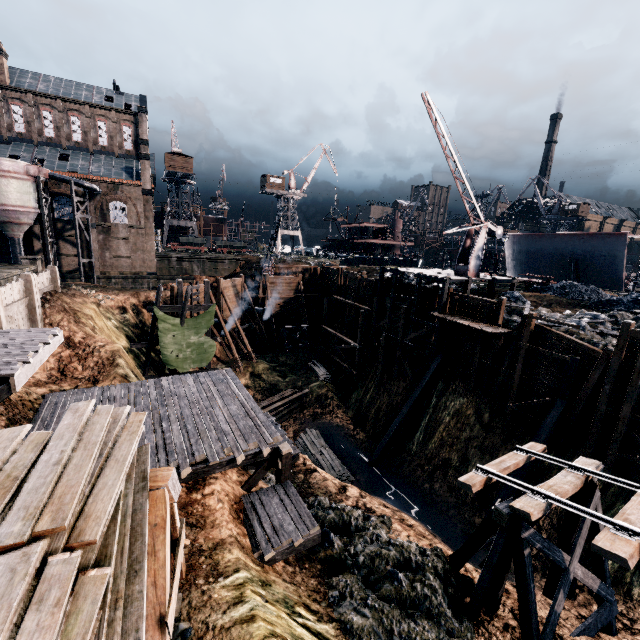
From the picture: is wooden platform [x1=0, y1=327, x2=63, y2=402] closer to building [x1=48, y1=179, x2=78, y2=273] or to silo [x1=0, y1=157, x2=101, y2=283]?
building [x1=48, y1=179, x2=78, y2=273]

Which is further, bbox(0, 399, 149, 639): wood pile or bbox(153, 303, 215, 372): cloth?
bbox(153, 303, 215, 372): cloth

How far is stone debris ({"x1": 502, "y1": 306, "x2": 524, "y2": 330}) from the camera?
22.29m

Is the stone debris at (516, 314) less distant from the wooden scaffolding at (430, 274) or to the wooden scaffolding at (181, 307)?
the wooden scaffolding at (430, 274)

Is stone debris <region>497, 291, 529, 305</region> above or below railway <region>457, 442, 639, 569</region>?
above

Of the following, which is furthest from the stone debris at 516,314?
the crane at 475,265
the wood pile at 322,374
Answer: the wood pile at 322,374

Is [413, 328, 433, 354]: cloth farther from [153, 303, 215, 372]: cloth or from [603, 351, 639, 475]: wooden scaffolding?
[153, 303, 215, 372]: cloth

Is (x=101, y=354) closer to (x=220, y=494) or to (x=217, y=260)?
(x=220, y=494)
